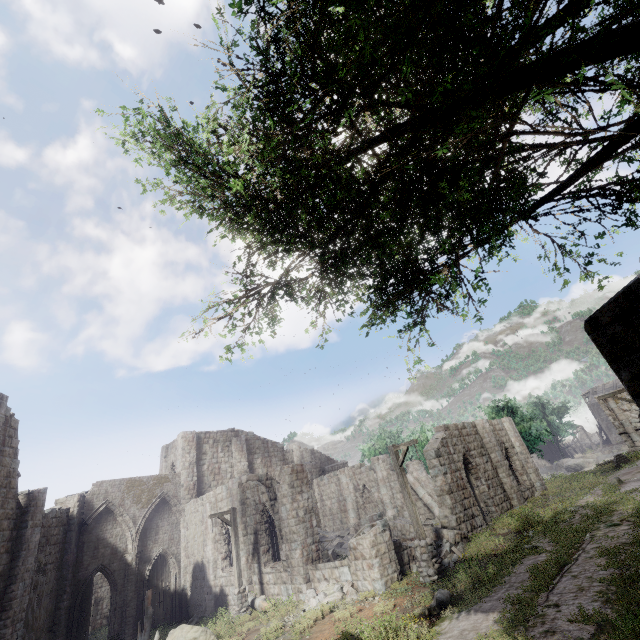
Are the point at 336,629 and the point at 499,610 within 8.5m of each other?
yes

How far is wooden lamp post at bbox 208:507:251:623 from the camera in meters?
15.4

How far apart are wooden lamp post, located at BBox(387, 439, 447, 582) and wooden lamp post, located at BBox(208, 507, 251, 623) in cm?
837

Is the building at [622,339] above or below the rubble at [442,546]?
above

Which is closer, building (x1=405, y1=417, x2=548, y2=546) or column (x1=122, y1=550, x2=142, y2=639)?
building (x1=405, y1=417, x2=548, y2=546)

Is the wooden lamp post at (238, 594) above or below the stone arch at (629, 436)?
below

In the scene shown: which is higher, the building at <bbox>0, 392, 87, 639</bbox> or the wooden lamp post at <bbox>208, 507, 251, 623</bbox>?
the building at <bbox>0, 392, 87, 639</bbox>

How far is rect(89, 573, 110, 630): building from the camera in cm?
3547
